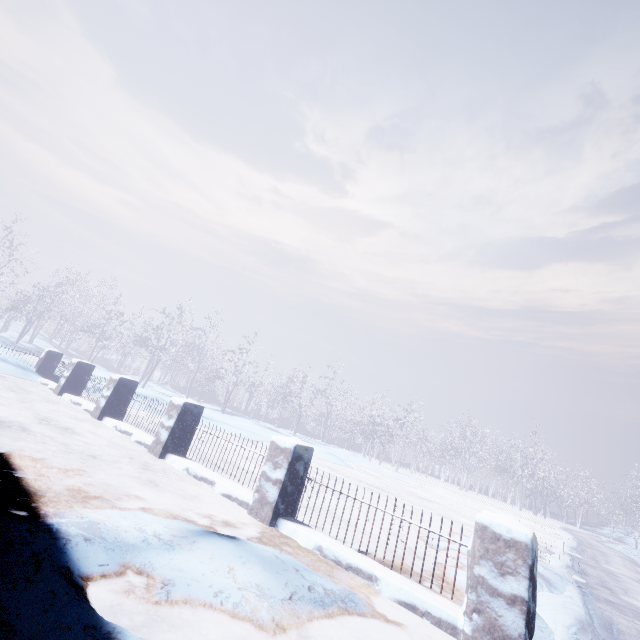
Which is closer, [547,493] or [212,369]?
[212,369]
